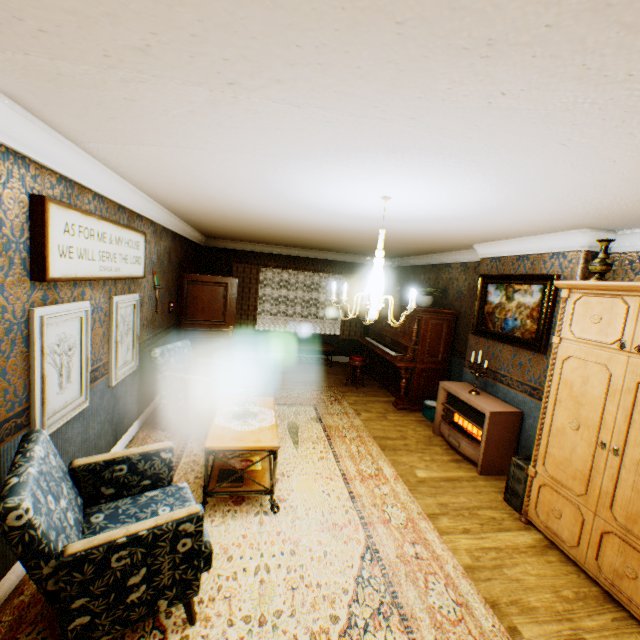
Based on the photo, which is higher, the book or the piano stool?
the piano stool

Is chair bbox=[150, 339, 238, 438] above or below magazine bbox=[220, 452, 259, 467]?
above

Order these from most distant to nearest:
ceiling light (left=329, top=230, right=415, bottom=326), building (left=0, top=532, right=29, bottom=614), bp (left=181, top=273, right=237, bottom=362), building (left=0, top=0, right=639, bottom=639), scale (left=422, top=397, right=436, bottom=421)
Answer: bp (left=181, top=273, right=237, bottom=362), scale (left=422, top=397, right=436, bottom=421), ceiling light (left=329, top=230, right=415, bottom=326), building (left=0, top=532, right=29, bottom=614), building (left=0, top=0, right=639, bottom=639)

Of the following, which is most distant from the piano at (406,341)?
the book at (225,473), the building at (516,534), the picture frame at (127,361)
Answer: the picture frame at (127,361)

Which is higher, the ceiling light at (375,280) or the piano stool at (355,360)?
the ceiling light at (375,280)

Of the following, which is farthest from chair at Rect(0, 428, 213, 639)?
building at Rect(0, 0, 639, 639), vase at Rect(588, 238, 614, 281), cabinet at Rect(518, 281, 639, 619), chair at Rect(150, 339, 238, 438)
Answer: vase at Rect(588, 238, 614, 281)

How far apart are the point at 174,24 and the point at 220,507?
3.6 meters

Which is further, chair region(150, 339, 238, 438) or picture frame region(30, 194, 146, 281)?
chair region(150, 339, 238, 438)
